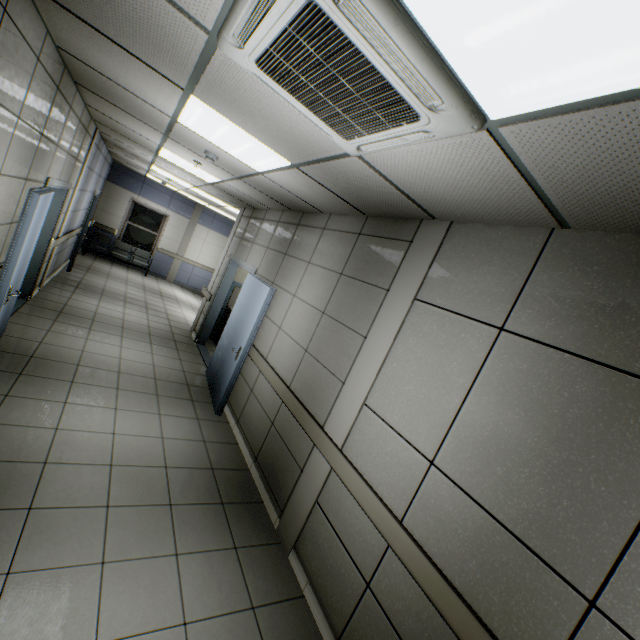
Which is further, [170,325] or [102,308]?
[170,325]

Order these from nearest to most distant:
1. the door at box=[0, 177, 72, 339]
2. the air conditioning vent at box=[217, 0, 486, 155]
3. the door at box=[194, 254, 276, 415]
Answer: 1. the air conditioning vent at box=[217, 0, 486, 155]
2. the door at box=[0, 177, 72, 339]
3. the door at box=[194, 254, 276, 415]

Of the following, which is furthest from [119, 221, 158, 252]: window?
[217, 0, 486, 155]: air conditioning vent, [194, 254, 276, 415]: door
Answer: [217, 0, 486, 155]: air conditioning vent

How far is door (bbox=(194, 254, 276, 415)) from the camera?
4.60m

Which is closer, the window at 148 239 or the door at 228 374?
the door at 228 374

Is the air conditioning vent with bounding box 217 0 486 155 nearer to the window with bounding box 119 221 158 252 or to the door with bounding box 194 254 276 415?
the door with bounding box 194 254 276 415

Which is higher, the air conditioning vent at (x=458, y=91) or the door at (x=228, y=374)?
the air conditioning vent at (x=458, y=91)

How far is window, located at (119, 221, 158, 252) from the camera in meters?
11.8
